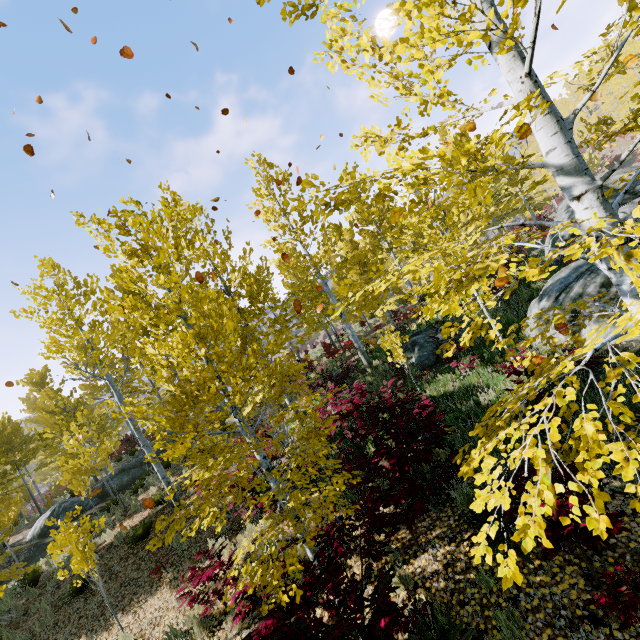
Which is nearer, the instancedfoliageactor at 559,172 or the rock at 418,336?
the instancedfoliageactor at 559,172

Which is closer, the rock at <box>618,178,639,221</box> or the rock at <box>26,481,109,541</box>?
the rock at <box>618,178,639,221</box>

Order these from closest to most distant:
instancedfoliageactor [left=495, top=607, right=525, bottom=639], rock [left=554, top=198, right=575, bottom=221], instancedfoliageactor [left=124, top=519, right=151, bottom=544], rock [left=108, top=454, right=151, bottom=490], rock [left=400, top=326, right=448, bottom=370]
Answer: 1. instancedfoliageactor [left=495, top=607, right=525, bottom=639]
2. instancedfoliageactor [left=124, top=519, right=151, bottom=544]
3. rock [left=400, top=326, right=448, bottom=370]
4. rock [left=554, top=198, right=575, bottom=221]
5. rock [left=108, top=454, right=151, bottom=490]

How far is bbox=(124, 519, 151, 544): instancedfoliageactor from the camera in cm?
1006

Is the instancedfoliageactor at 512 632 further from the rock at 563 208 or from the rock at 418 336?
the rock at 418 336

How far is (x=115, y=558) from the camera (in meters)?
10.15

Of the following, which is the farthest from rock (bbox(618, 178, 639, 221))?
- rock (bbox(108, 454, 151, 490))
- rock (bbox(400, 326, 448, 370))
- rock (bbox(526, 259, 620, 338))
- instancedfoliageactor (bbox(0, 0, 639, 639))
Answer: rock (bbox(108, 454, 151, 490))
